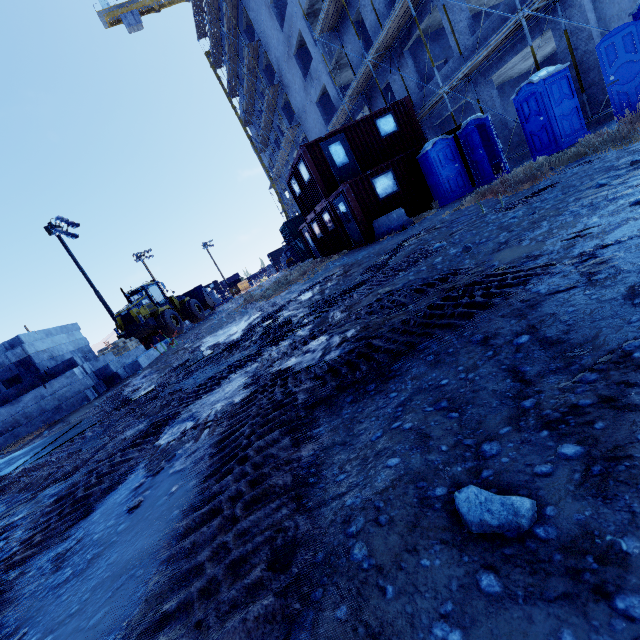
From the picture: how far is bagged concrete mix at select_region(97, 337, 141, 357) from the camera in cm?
1753

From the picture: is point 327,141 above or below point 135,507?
above

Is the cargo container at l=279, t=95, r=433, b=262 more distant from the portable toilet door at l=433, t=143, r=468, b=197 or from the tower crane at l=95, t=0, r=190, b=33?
the tower crane at l=95, t=0, r=190, b=33

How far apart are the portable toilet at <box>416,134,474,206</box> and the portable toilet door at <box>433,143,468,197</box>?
0.0 meters

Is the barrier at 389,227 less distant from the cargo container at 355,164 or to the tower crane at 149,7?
the cargo container at 355,164

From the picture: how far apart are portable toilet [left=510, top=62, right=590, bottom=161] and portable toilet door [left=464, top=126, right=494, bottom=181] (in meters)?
1.18

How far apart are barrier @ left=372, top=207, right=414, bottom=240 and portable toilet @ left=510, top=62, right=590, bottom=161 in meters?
4.4 m

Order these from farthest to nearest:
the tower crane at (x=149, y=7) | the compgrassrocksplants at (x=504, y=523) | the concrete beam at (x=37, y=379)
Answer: the tower crane at (x=149, y=7), the concrete beam at (x=37, y=379), the compgrassrocksplants at (x=504, y=523)
